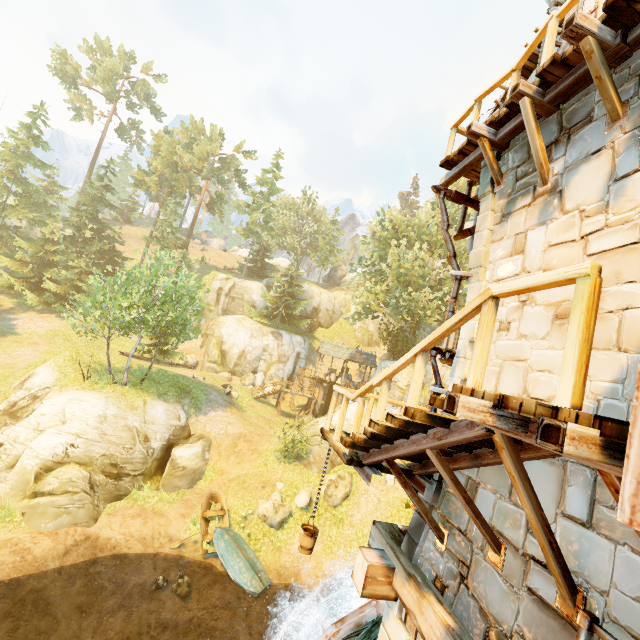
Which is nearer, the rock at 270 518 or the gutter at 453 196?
the gutter at 453 196

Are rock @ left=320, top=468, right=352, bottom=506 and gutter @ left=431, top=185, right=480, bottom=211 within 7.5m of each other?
no

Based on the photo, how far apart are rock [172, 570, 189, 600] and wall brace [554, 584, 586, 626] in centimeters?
1627cm

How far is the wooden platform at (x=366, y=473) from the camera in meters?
5.0

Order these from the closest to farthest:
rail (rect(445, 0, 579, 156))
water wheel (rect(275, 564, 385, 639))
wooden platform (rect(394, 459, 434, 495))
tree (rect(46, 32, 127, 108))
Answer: rail (rect(445, 0, 579, 156))
wooden platform (rect(394, 459, 434, 495))
water wheel (rect(275, 564, 385, 639))
tree (rect(46, 32, 127, 108))

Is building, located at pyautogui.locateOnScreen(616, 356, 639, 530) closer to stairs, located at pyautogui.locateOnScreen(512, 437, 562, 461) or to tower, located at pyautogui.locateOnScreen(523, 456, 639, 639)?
tower, located at pyautogui.locateOnScreen(523, 456, 639, 639)

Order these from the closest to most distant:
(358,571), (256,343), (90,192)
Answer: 1. (358,571)
2. (256,343)
3. (90,192)

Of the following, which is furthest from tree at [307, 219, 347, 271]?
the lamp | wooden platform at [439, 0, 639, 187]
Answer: wooden platform at [439, 0, 639, 187]
